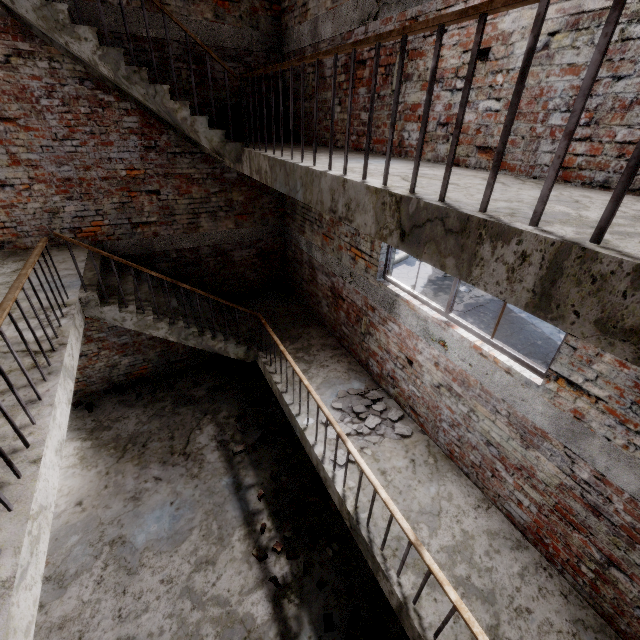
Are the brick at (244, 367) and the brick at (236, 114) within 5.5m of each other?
yes

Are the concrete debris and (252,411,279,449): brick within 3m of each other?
yes

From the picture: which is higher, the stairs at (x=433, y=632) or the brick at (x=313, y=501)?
the stairs at (x=433, y=632)

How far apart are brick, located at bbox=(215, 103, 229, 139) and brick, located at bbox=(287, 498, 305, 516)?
6.1 meters

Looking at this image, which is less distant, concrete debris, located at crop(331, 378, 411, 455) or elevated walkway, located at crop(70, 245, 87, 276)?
concrete debris, located at crop(331, 378, 411, 455)

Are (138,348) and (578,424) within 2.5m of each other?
no

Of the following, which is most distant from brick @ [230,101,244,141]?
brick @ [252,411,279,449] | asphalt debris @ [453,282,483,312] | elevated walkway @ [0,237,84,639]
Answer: asphalt debris @ [453,282,483,312]

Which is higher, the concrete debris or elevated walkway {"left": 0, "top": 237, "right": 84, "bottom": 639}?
elevated walkway {"left": 0, "top": 237, "right": 84, "bottom": 639}
